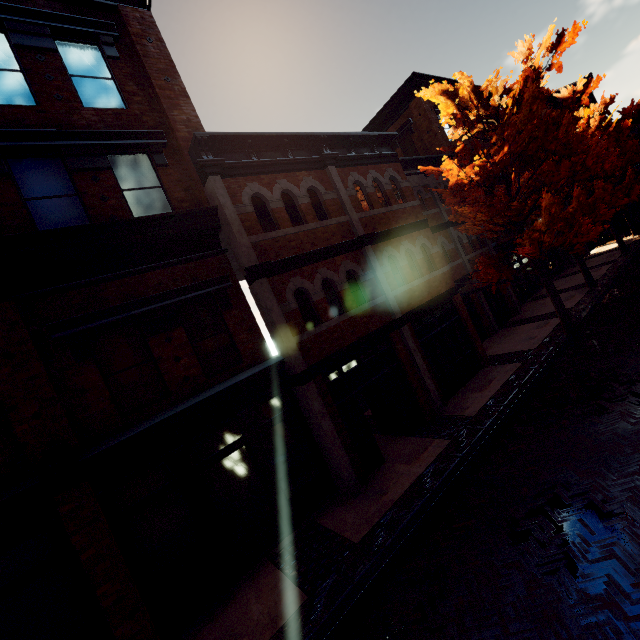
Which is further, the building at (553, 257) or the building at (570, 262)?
the building at (570, 262)

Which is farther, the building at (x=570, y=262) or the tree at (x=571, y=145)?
the building at (x=570, y=262)

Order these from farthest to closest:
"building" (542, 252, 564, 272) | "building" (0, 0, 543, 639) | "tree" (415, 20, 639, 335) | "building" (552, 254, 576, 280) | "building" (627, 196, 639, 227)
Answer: "building" (627, 196, 639, 227) < "building" (552, 254, 576, 280) < "building" (542, 252, 564, 272) < "tree" (415, 20, 639, 335) < "building" (0, 0, 543, 639)

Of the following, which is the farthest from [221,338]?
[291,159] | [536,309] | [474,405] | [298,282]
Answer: [536,309]

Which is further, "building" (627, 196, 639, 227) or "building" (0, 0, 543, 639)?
"building" (627, 196, 639, 227)

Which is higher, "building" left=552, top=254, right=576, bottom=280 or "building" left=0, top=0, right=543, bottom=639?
"building" left=0, top=0, right=543, bottom=639
